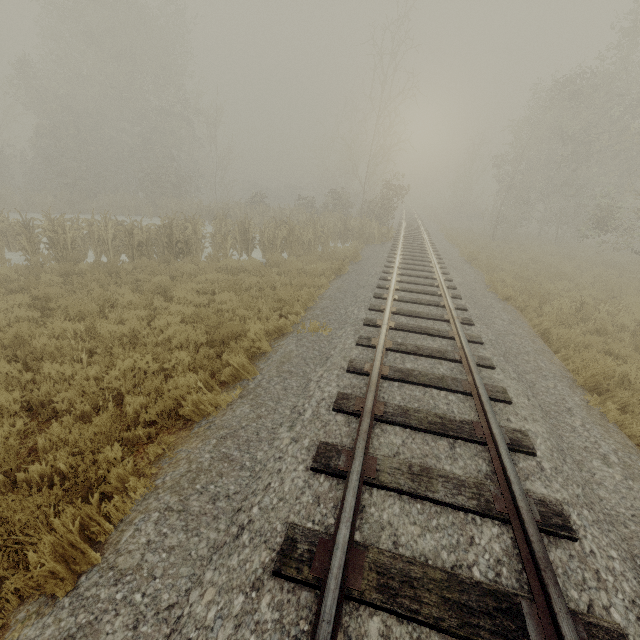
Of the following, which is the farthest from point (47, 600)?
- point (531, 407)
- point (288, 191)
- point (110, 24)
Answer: point (288, 191)

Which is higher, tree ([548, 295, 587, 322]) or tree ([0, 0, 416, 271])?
tree ([0, 0, 416, 271])

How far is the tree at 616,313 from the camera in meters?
9.2 m

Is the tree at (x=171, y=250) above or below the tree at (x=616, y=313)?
above

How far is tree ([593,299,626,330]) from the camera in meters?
9.2 m

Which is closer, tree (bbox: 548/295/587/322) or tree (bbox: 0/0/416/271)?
tree (bbox: 548/295/587/322)
